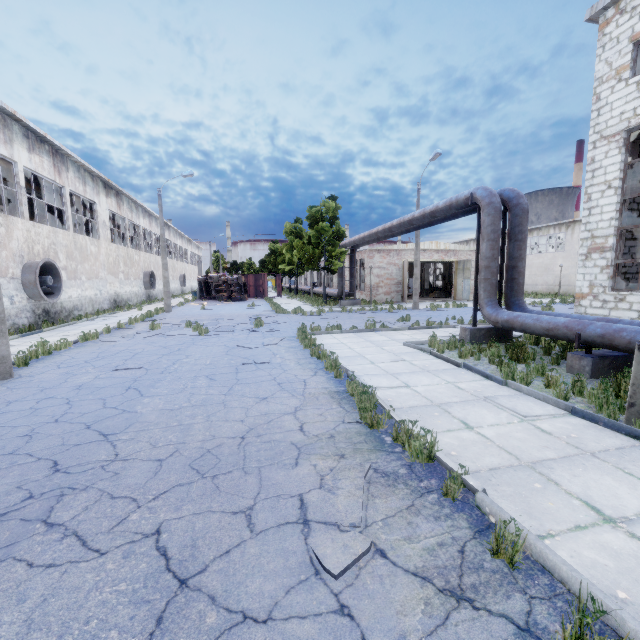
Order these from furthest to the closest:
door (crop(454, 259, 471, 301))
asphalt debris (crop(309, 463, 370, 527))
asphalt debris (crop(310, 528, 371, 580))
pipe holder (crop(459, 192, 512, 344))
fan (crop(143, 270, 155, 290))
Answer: fan (crop(143, 270, 155, 290))
door (crop(454, 259, 471, 301))
pipe holder (crop(459, 192, 512, 344))
asphalt debris (crop(309, 463, 370, 527))
asphalt debris (crop(310, 528, 371, 580))

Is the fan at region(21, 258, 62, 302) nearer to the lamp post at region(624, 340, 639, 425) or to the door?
the lamp post at region(624, 340, 639, 425)

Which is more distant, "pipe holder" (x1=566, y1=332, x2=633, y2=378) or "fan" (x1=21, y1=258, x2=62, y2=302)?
"fan" (x1=21, y1=258, x2=62, y2=302)

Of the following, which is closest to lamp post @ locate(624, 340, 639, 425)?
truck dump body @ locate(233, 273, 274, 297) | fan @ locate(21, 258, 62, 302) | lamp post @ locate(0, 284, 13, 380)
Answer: lamp post @ locate(0, 284, 13, 380)

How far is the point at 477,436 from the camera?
4.7m

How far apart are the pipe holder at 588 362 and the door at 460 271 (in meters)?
21.97

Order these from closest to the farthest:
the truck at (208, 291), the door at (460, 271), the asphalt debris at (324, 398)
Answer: the asphalt debris at (324, 398)
the door at (460, 271)
the truck at (208, 291)

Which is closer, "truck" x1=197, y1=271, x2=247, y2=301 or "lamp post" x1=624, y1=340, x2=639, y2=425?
"lamp post" x1=624, y1=340, x2=639, y2=425
